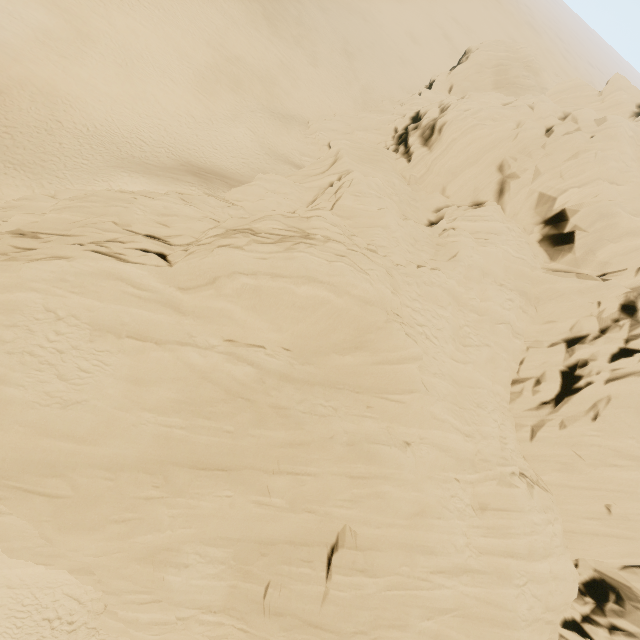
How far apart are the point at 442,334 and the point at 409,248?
5.4m
